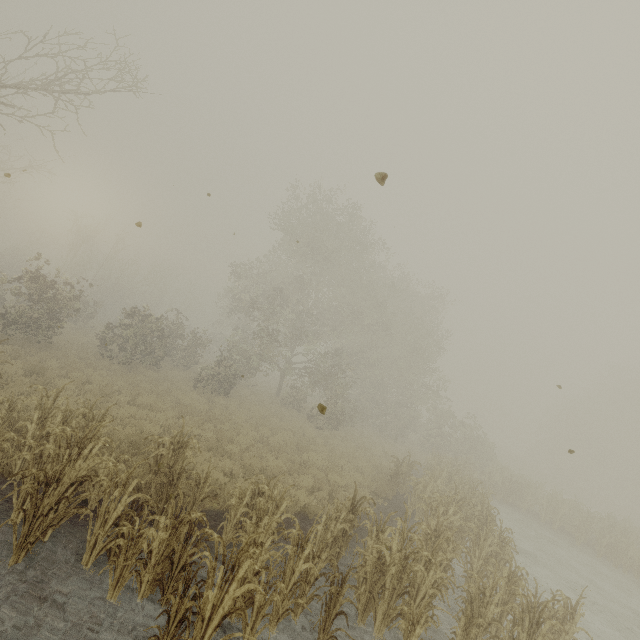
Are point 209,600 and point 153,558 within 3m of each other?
yes
